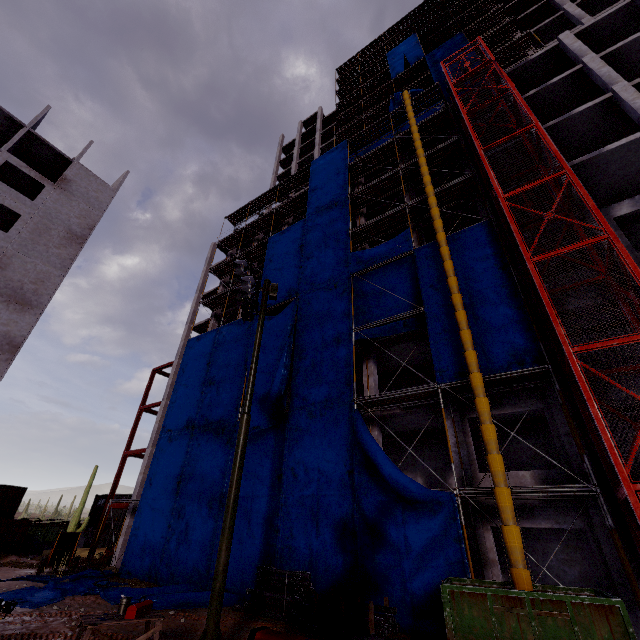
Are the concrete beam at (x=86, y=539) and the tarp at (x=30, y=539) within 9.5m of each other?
yes

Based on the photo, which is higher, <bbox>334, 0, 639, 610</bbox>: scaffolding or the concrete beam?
<bbox>334, 0, 639, 610</bbox>: scaffolding

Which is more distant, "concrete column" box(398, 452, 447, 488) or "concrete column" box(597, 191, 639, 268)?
"concrete column" box(398, 452, 447, 488)

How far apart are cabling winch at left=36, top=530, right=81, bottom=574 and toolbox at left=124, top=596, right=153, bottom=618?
17.04m

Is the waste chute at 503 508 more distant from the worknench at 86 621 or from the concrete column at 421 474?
the worknench at 86 621

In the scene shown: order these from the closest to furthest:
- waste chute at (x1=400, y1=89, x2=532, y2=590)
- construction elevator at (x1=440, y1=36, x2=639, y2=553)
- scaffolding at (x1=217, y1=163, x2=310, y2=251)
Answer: waste chute at (x1=400, y1=89, x2=532, y2=590)
construction elevator at (x1=440, y1=36, x2=639, y2=553)
scaffolding at (x1=217, y1=163, x2=310, y2=251)

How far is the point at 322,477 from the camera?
14.5m

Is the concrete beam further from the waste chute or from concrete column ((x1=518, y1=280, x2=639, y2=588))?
the waste chute
